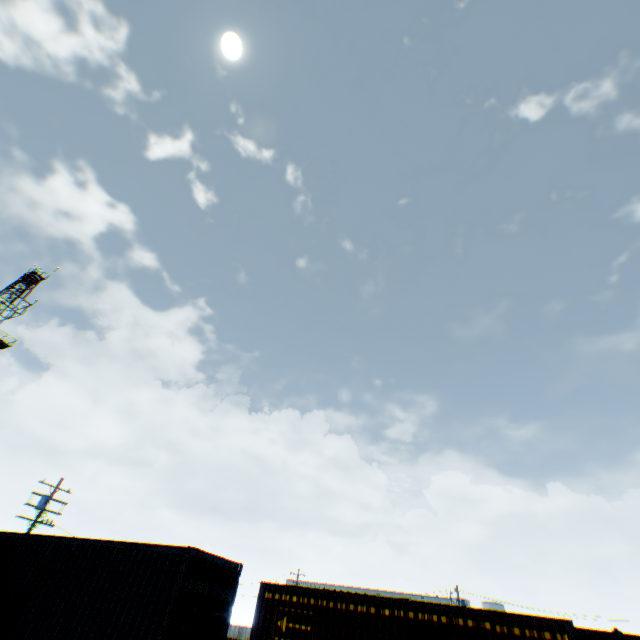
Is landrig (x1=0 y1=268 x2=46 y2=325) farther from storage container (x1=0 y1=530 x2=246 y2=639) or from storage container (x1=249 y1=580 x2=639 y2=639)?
storage container (x1=249 y1=580 x2=639 y2=639)

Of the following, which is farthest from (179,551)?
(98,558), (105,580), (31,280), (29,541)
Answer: (31,280)

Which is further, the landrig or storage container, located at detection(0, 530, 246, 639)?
the landrig

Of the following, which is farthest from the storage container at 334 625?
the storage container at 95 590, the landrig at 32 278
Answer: the landrig at 32 278

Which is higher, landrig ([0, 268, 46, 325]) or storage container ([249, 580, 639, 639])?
landrig ([0, 268, 46, 325])

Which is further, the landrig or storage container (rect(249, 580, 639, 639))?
the landrig

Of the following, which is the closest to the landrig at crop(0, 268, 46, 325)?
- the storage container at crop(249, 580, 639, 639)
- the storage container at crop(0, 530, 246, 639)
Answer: the storage container at crop(0, 530, 246, 639)
